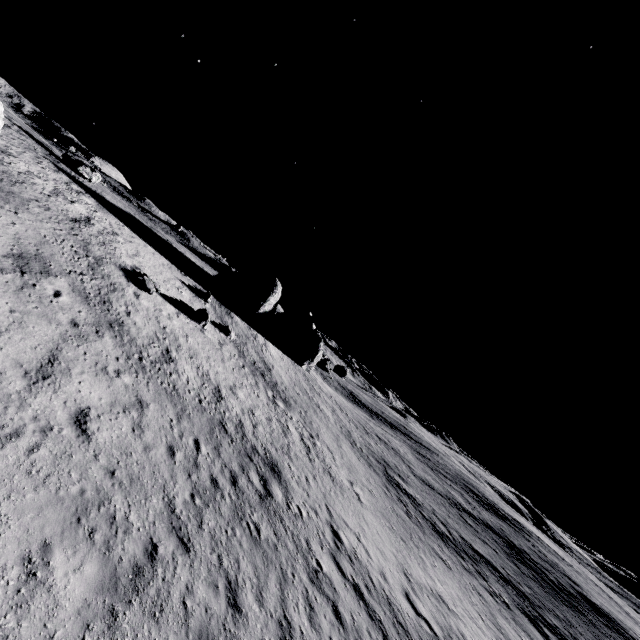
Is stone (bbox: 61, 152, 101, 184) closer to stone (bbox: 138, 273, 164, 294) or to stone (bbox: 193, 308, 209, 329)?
stone (bbox: 138, 273, 164, 294)

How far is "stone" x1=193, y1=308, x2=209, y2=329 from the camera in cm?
2600

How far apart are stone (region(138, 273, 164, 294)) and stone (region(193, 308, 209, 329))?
3.6m

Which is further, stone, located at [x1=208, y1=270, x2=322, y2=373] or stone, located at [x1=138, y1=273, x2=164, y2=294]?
stone, located at [x1=208, y1=270, x2=322, y2=373]

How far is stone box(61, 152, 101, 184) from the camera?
29.7m

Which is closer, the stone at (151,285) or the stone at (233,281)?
the stone at (151,285)

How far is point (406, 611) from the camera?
14.44m

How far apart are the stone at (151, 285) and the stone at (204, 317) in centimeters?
362cm
